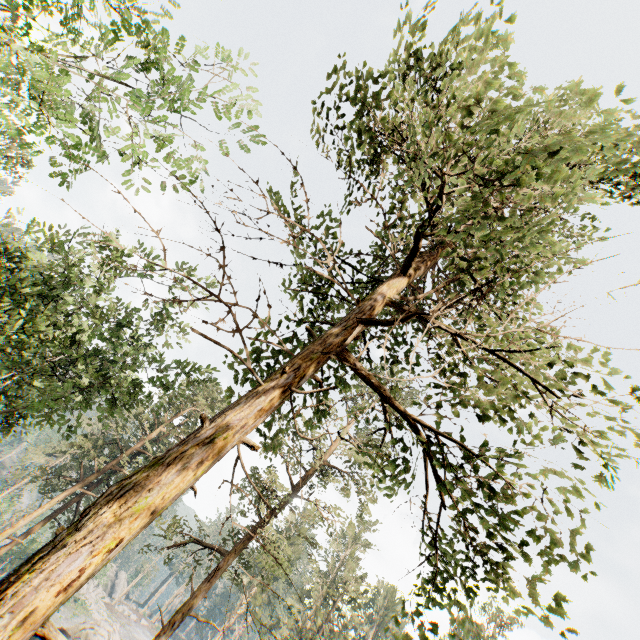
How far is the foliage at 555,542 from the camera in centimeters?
439cm

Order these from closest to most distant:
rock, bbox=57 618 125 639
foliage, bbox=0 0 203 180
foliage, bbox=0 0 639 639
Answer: foliage, bbox=0 0 639 639 < foliage, bbox=0 0 203 180 < rock, bbox=57 618 125 639

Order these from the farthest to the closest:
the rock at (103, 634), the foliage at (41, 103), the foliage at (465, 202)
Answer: the rock at (103, 634)
the foliage at (41, 103)
the foliage at (465, 202)

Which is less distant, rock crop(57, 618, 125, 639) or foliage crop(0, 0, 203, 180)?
foliage crop(0, 0, 203, 180)

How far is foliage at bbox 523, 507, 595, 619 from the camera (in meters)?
4.39

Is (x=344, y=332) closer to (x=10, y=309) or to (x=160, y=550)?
(x=10, y=309)

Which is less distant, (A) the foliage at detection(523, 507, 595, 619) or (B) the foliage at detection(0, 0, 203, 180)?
(A) the foliage at detection(523, 507, 595, 619)
